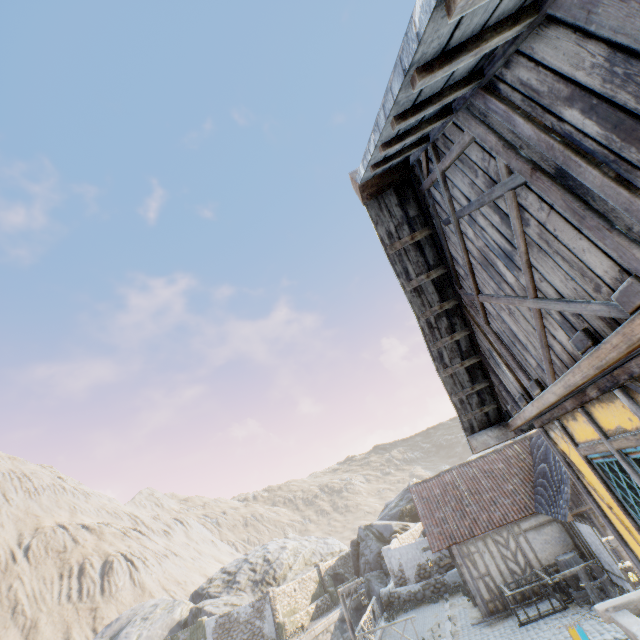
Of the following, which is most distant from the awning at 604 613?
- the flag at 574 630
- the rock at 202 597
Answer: the rock at 202 597

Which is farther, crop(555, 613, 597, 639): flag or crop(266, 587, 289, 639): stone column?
crop(266, 587, 289, 639): stone column

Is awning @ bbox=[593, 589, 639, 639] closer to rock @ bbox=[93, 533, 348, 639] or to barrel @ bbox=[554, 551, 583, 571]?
barrel @ bbox=[554, 551, 583, 571]

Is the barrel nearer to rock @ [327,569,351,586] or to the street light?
the street light

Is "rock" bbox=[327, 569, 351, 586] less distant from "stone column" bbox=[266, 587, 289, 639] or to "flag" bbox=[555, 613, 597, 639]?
"stone column" bbox=[266, 587, 289, 639]

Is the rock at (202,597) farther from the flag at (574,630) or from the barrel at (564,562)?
the barrel at (564,562)

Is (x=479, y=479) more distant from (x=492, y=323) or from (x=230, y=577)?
(x=230, y=577)

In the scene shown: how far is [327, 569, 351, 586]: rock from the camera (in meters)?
30.94
